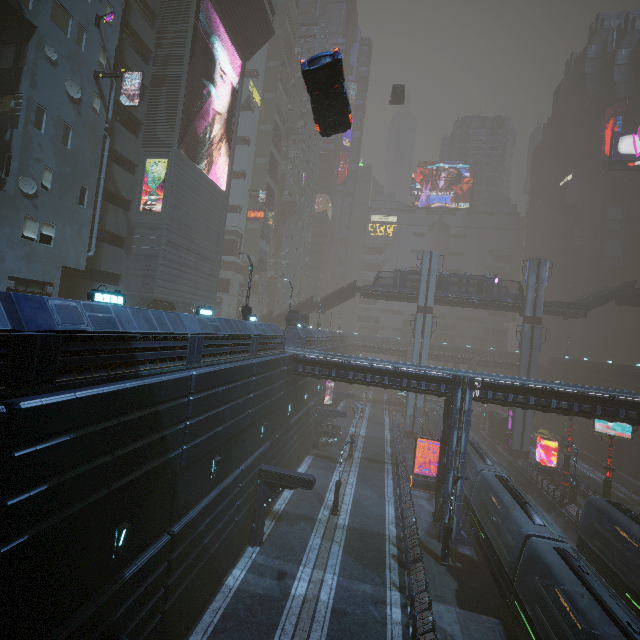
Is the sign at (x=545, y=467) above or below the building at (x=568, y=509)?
above

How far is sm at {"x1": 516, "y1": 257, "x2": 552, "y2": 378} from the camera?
43.1 meters

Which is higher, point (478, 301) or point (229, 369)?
point (478, 301)

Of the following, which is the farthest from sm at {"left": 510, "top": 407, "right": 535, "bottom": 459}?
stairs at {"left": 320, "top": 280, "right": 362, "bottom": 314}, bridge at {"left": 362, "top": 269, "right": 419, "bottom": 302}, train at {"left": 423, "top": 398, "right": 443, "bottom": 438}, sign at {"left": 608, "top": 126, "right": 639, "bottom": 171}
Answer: sign at {"left": 608, "top": 126, "right": 639, "bottom": 171}

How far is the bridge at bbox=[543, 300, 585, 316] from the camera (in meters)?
43.44

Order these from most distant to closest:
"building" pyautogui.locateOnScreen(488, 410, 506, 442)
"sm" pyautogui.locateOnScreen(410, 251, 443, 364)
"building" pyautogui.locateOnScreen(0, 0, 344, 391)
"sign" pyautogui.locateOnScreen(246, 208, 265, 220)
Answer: "sign" pyautogui.locateOnScreen(246, 208, 265, 220), "building" pyautogui.locateOnScreen(488, 410, 506, 442), "sm" pyautogui.locateOnScreen(410, 251, 443, 364), "building" pyautogui.locateOnScreen(0, 0, 344, 391)

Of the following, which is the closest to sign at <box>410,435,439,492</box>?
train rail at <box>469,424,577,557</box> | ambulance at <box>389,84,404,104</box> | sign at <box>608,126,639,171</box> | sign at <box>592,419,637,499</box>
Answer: train rail at <box>469,424,577,557</box>

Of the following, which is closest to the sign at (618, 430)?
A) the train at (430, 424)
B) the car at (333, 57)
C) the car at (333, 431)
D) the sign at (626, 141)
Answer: the train at (430, 424)
